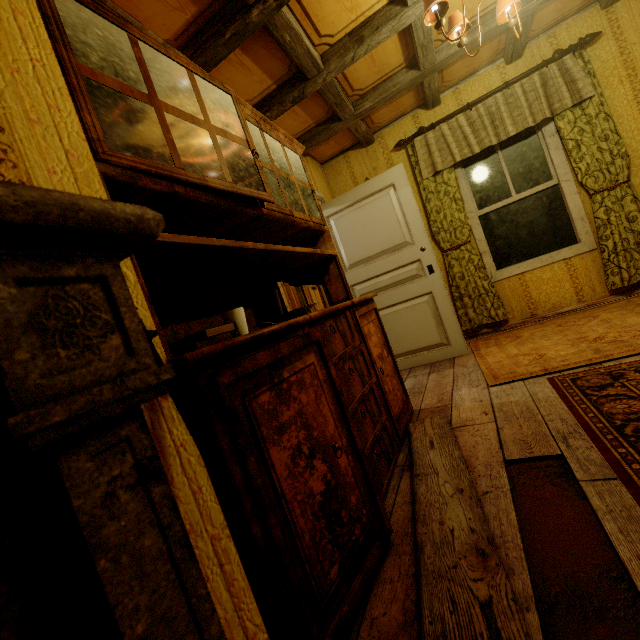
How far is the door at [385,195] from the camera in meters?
3.3

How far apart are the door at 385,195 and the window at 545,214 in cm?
105

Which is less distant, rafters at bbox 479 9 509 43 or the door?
rafters at bbox 479 9 509 43

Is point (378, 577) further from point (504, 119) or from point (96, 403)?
point (504, 119)

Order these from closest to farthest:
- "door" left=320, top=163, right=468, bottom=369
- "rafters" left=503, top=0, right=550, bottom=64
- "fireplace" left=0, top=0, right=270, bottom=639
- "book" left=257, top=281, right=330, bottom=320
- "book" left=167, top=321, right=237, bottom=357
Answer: "fireplace" left=0, top=0, right=270, bottom=639 < "book" left=167, top=321, right=237, bottom=357 < "book" left=257, top=281, right=330, bottom=320 < "rafters" left=503, top=0, right=550, bottom=64 < "door" left=320, top=163, right=468, bottom=369

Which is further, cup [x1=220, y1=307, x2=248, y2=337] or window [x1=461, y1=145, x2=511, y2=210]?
window [x1=461, y1=145, x2=511, y2=210]

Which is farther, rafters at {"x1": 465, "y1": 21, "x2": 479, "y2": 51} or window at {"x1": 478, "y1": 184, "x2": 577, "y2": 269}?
window at {"x1": 478, "y1": 184, "x2": 577, "y2": 269}

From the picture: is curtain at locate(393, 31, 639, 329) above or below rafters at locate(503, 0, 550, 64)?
below
